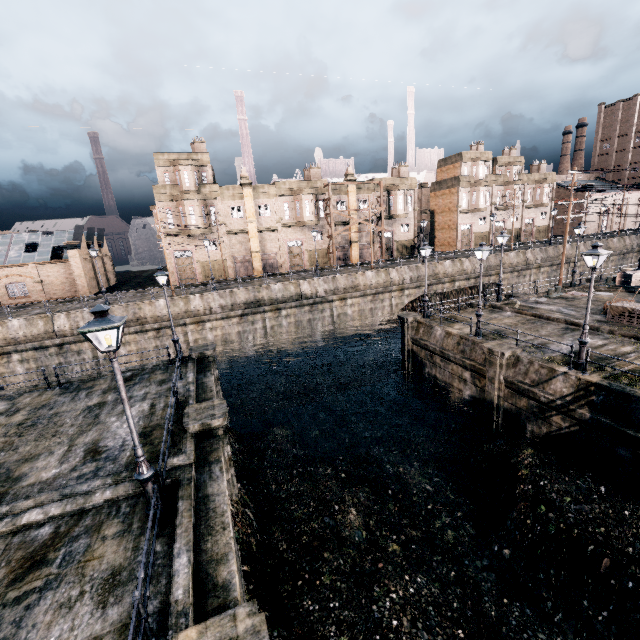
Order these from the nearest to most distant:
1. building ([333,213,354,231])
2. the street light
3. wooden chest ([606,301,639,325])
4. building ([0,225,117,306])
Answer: the street light < wooden chest ([606,301,639,325]) < building ([0,225,117,306]) < building ([333,213,354,231])

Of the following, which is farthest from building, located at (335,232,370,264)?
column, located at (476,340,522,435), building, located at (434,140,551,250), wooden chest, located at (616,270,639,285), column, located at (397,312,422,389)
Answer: column, located at (476,340,522,435)

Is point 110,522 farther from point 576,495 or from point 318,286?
point 318,286

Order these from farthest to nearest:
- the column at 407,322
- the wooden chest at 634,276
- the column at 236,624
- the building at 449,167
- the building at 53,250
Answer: the building at 449,167
the building at 53,250
the wooden chest at 634,276
the column at 407,322
the column at 236,624

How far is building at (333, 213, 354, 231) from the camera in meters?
48.1

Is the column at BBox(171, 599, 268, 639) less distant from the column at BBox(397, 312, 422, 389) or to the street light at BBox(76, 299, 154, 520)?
the street light at BBox(76, 299, 154, 520)

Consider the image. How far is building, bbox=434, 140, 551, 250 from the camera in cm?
5478

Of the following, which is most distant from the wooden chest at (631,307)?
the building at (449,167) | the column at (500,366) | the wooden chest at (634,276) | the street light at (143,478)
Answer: the building at (449,167)
